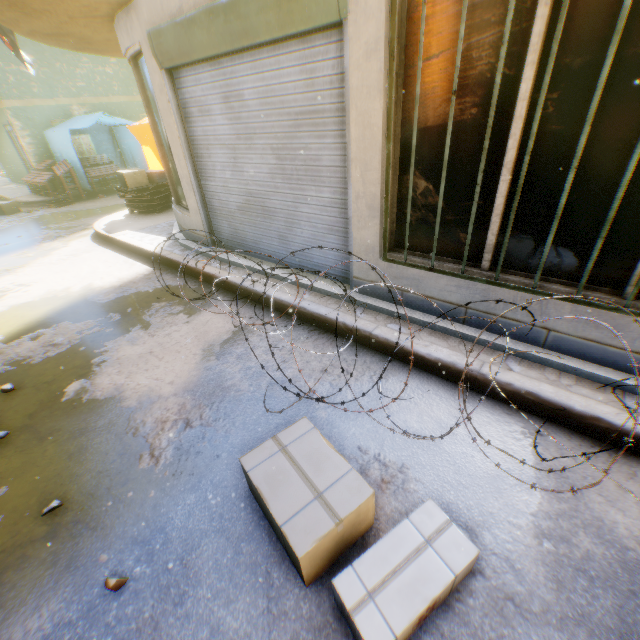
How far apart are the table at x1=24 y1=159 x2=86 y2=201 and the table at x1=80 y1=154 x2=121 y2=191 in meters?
0.2

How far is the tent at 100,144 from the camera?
9.7m

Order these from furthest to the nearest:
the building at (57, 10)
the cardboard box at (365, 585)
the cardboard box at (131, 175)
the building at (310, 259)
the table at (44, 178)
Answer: the table at (44, 178)
the cardboard box at (131, 175)
the building at (310, 259)
the building at (57, 10)
the cardboard box at (365, 585)

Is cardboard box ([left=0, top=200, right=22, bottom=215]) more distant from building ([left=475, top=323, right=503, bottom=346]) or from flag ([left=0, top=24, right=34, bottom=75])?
flag ([left=0, top=24, right=34, bottom=75])

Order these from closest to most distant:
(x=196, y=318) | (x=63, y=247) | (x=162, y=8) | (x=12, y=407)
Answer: (x=12, y=407)
(x=162, y=8)
(x=196, y=318)
(x=63, y=247)

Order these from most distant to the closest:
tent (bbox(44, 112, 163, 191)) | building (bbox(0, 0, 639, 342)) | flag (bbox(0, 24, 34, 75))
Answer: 1. tent (bbox(44, 112, 163, 191))
2. flag (bbox(0, 24, 34, 75))
3. building (bbox(0, 0, 639, 342))

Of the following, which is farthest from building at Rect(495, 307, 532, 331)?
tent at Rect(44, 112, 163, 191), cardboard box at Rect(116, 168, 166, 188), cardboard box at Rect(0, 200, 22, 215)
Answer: cardboard box at Rect(0, 200, 22, 215)

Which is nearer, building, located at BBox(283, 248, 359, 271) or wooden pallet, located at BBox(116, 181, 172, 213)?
building, located at BBox(283, 248, 359, 271)
